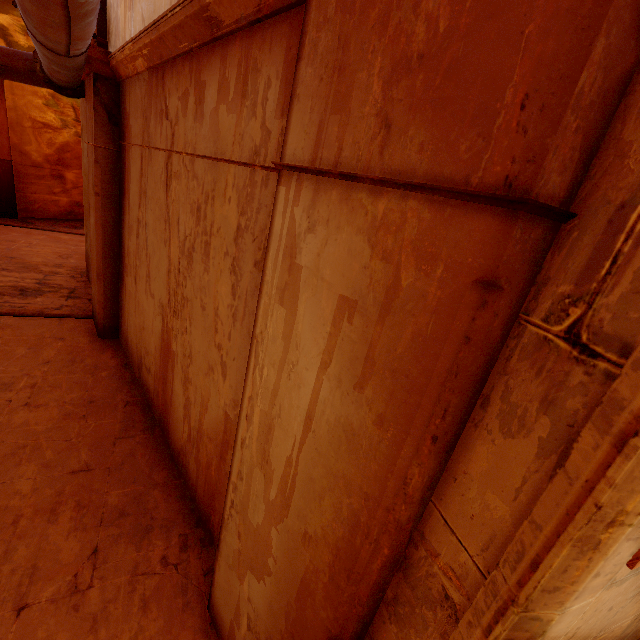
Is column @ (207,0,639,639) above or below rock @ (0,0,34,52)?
below

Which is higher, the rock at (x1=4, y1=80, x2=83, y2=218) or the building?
the rock at (x1=4, y1=80, x2=83, y2=218)

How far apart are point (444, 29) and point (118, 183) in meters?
5.3 m

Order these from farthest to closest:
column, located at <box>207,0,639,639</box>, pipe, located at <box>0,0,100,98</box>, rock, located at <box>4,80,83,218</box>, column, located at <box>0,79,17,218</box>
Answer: rock, located at <box>4,80,83,218</box>
column, located at <box>0,79,17,218</box>
pipe, located at <box>0,0,100,98</box>
column, located at <box>207,0,639,639</box>

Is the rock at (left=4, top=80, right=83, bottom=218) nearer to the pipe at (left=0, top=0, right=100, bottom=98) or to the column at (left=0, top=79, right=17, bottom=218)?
the column at (left=0, top=79, right=17, bottom=218)

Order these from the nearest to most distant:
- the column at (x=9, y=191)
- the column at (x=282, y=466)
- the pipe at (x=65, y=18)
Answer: the column at (x=282, y=466), the pipe at (x=65, y=18), the column at (x=9, y=191)

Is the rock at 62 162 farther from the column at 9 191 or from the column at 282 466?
the column at 282 466

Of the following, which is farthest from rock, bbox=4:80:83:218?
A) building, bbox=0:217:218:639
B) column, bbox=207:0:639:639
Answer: column, bbox=207:0:639:639
